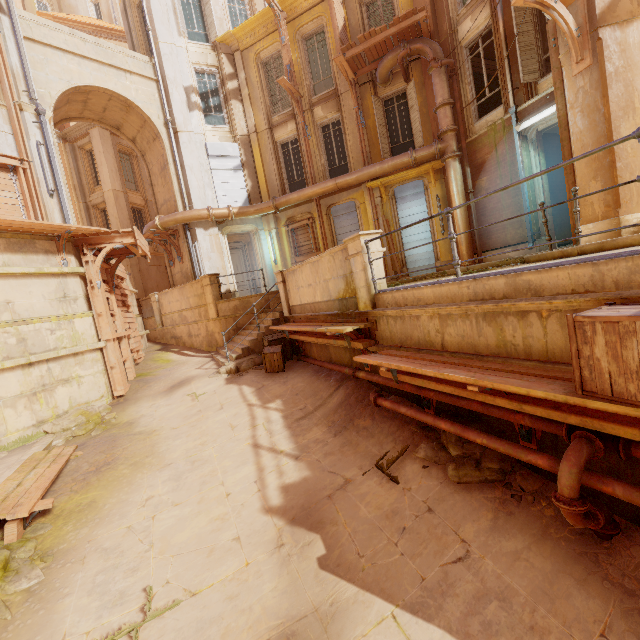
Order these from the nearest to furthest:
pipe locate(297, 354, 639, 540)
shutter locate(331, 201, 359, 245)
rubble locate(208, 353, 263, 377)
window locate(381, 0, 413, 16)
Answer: pipe locate(297, 354, 639, 540), rubble locate(208, 353, 263, 377), window locate(381, 0, 413, 16), shutter locate(331, 201, 359, 245)

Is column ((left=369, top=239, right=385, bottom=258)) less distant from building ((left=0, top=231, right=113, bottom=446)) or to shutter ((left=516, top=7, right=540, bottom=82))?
building ((left=0, top=231, right=113, bottom=446))

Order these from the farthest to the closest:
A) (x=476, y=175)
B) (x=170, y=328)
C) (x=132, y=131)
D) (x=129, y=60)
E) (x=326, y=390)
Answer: (x=170, y=328) < (x=132, y=131) < (x=129, y=60) < (x=476, y=175) < (x=326, y=390)

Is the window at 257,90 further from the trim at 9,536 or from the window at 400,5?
the trim at 9,536

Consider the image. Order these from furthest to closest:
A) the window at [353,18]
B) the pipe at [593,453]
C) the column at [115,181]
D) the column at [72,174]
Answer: the column at [72,174], the column at [115,181], the window at [353,18], the pipe at [593,453]

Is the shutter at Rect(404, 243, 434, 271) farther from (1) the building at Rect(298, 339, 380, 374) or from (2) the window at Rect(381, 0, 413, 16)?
(2) the window at Rect(381, 0, 413, 16)

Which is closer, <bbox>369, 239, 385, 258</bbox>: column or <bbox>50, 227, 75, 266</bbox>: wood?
<bbox>369, 239, 385, 258</bbox>: column

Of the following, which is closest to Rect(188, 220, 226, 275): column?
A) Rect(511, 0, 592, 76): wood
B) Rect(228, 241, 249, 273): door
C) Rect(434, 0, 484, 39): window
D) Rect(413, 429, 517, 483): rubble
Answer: Rect(228, 241, 249, 273): door
